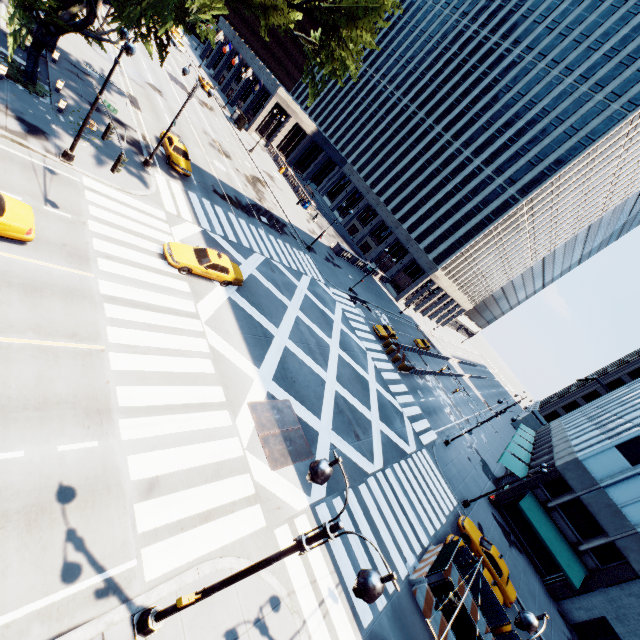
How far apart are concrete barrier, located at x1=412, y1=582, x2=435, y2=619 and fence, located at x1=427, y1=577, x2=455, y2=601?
0.0m

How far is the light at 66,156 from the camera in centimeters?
1430cm

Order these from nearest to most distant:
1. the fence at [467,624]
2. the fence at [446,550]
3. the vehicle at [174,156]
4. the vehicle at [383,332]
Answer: the fence at [467,624]
the fence at [446,550]
the vehicle at [174,156]
the vehicle at [383,332]

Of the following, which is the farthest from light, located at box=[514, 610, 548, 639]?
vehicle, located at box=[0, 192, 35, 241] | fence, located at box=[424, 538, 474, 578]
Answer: vehicle, located at box=[0, 192, 35, 241]

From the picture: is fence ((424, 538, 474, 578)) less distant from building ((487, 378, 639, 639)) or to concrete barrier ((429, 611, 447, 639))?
concrete barrier ((429, 611, 447, 639))

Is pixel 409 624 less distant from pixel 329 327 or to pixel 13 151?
pixel 329 327

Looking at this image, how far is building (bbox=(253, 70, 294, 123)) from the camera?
57.6 meters
